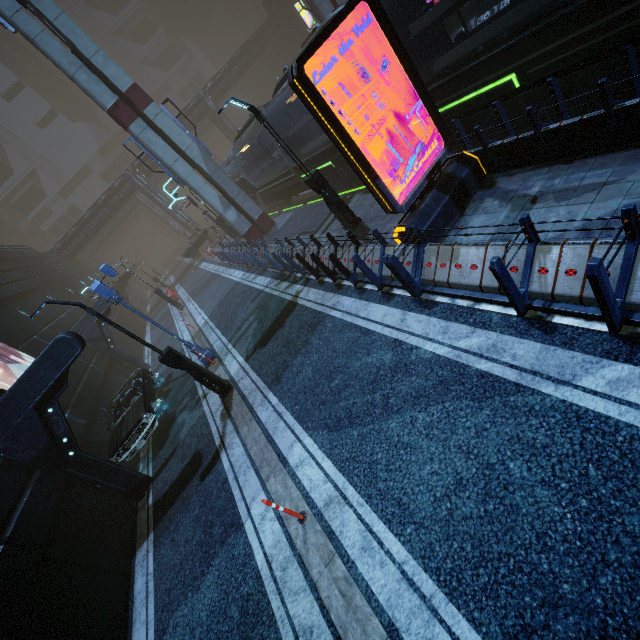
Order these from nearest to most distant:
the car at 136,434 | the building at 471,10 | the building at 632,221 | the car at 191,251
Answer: the building at 632,221
the car at 136,434
the building at 471,10
the car at 191,251

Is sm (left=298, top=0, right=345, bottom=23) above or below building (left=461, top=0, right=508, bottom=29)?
above

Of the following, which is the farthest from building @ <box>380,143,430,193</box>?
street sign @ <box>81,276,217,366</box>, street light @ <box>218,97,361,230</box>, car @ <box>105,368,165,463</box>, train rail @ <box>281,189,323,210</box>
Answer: street sign @ <box>81,276,217,366</box>

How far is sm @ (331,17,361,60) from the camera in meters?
21.1 m

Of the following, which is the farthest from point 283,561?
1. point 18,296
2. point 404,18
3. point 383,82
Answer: point 18,296

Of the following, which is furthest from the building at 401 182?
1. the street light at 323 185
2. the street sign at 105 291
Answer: the street sign at 105 291

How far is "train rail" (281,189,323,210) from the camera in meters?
21.0 m

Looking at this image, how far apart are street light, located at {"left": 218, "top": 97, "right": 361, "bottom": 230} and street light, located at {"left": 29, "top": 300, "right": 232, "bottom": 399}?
6.67m
